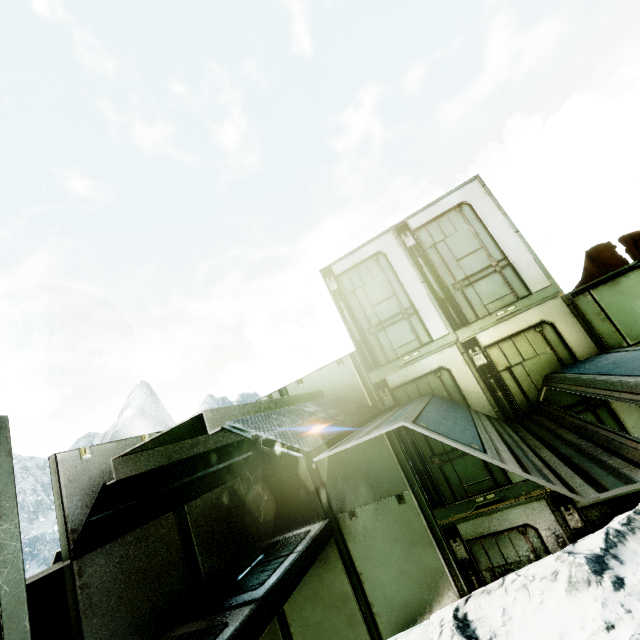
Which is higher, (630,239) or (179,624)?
(630,239)

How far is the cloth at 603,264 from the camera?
5.29m

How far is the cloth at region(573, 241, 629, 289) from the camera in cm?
529
